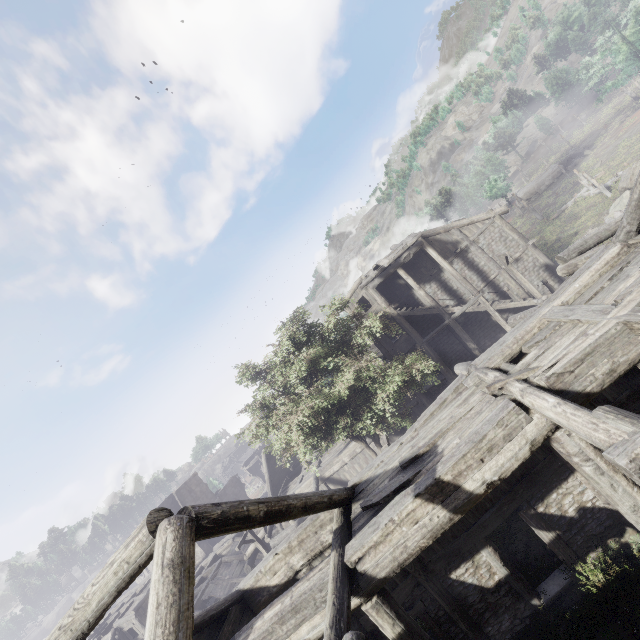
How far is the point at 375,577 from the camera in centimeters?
594cm
